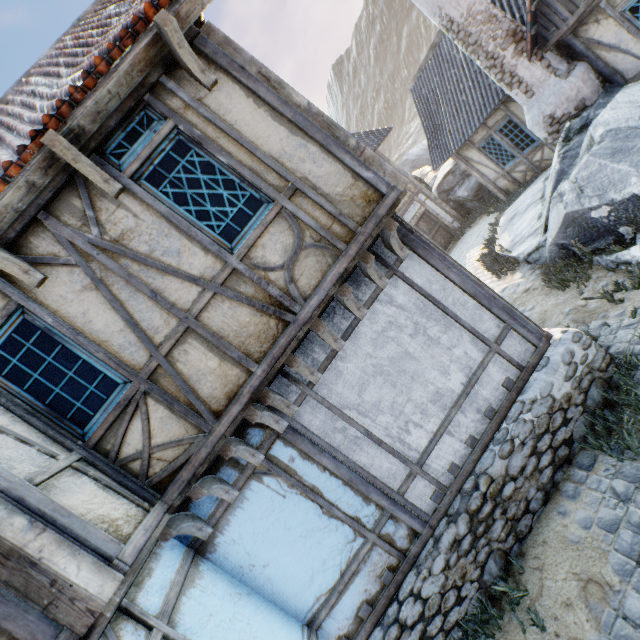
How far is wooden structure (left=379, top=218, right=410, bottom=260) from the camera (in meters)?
3.92

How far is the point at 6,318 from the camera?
3.2 meters

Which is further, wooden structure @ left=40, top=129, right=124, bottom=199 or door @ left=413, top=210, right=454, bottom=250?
door @ left=413, top=210, right=454, bottom=250

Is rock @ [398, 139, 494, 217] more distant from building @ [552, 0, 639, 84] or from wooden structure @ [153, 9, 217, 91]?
wooden structure @ [153, 9, 217, 91]

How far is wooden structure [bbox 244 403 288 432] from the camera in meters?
3.6

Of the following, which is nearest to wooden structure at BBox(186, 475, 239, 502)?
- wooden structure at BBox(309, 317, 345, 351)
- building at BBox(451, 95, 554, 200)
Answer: wooden structure at BBox(309, 317, 345, 351)

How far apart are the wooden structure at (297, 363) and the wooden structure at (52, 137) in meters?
2.5 m

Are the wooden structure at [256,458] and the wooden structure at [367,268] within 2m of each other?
no
